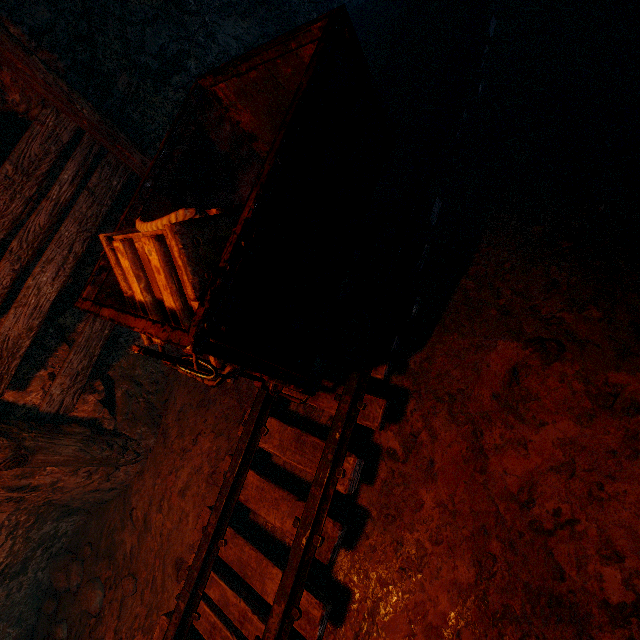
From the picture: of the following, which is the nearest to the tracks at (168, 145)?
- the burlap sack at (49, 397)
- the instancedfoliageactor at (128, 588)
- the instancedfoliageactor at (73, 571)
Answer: the burlap sack at (49, 397)

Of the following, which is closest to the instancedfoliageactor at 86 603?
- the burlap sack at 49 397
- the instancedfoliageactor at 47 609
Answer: the burlap sack at 49 397

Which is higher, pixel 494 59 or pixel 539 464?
pixel 494 59

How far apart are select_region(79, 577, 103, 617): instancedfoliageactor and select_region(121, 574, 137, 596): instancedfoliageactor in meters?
0.4

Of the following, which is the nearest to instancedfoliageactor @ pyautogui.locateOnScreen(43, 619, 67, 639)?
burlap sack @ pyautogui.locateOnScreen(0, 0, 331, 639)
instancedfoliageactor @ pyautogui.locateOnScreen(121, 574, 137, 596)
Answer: burlap sack @ pyautogui.locateOnScreen(0, 0, 331, 639)

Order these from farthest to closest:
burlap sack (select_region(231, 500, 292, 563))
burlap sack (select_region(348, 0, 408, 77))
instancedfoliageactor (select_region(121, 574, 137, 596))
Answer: burlap sack (select_region(348, 0, 408, 77)) → instancedfoliageactor (select_region(121, 574, 137, 596)) → burlap sack (select_region(231, 500, 292, 563))

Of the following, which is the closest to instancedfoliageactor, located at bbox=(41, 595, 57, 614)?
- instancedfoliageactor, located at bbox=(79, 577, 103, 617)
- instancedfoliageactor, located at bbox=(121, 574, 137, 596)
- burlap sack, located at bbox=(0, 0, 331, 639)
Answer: burlap sack, located at bbox=(0, 0, 331, 639)

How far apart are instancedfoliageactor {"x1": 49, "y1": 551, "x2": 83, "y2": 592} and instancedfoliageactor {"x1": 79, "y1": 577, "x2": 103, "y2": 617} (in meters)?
0.27
